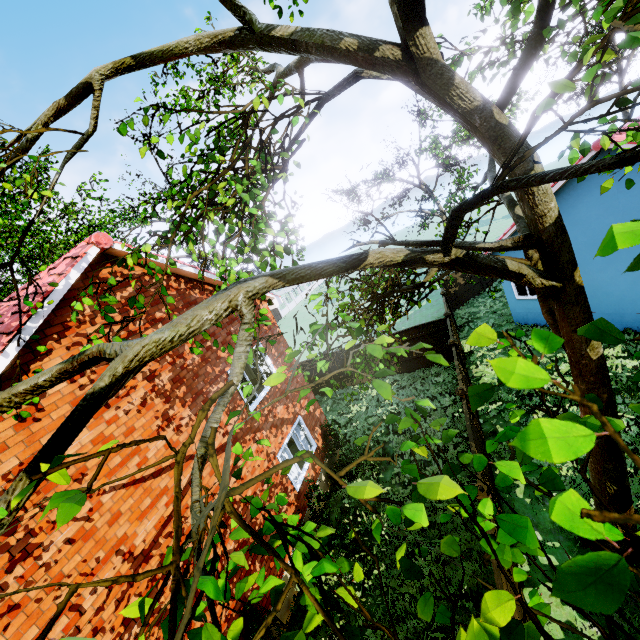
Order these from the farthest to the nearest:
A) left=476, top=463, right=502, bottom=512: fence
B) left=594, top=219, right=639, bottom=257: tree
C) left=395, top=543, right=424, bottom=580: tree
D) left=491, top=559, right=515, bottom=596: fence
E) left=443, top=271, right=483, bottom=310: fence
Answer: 1. left=443, top=271, right=483, bottom=310: fence
2. left=476, top=463, right=502, bottom=512: fence
3. left=491, top=559, right=515, bottom=596: fence
4. left=395, top=543, right=424, bottom=580: tree
5. left=594, top=219, right=639, bottom=257: tree

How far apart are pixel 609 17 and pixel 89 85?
6.5m

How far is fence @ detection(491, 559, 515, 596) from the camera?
4.7 meters

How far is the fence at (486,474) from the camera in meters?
6.7

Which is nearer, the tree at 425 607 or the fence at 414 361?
the tree at 425 607

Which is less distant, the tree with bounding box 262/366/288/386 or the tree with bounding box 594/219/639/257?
the tree with bounding box 594/219/639/257

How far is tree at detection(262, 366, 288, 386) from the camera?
1.7m
